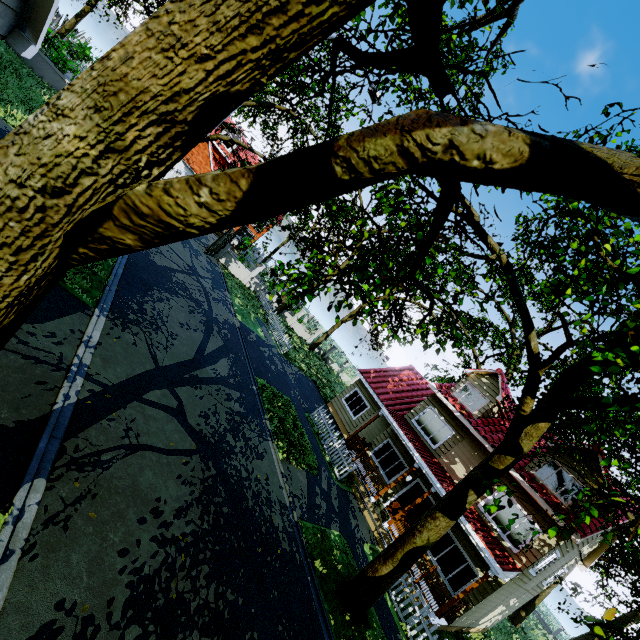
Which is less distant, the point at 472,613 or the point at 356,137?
the point at 356,137

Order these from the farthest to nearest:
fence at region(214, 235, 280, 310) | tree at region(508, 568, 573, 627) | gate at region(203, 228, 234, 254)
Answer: fence at region(214, 235, 280, 310)
tree at region(508, 568, 573, 627)
gate at region(203, 228, 234, 254)

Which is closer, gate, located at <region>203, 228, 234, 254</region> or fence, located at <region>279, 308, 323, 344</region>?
gate, located at <region>203, 228, 234, 254</region>

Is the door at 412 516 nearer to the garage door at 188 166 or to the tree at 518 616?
the tree at 518 616

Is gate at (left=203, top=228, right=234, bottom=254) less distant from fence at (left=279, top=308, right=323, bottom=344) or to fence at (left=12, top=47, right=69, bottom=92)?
fence at (left=279, top=308, right=323, bottom=344)

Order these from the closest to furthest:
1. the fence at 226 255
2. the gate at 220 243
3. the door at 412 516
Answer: the door at 412 516
the gate at 220 243
the fence at 226 255

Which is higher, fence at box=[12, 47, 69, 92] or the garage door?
the garage door

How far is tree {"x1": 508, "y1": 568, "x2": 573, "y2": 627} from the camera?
25.0m
